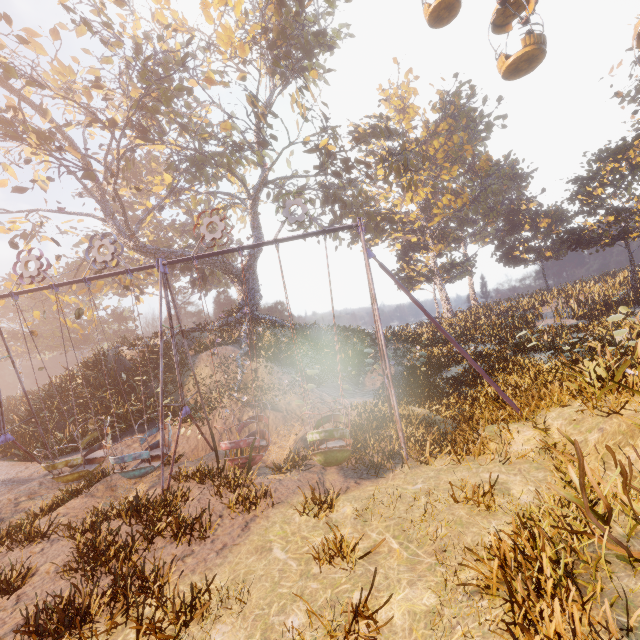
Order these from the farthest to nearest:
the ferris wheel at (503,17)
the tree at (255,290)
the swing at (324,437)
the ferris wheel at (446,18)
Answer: the tree at (255,290) < the ferris wheel at (446,18) < the ferris wheel at (503,17) < the swing at (324,437)

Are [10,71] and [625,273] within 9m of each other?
no

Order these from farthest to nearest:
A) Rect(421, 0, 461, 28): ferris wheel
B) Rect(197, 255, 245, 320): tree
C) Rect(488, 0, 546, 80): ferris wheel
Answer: Rect(197, 255, 245, 320): tree < Rect(421, 0, 461, 28): ferris wheel < Rect(488, 0, 546, 80): ferris wheel

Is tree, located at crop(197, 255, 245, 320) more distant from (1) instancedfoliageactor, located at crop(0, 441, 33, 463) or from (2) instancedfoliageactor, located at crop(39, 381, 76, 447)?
(1) instancedfoliageactor, located at crop(0, 441, 33, 463)

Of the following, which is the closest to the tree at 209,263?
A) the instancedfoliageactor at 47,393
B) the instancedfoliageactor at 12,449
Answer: the instancedfoliageactor at 47,393

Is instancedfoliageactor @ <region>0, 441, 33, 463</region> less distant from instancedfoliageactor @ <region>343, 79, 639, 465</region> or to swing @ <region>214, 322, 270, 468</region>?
swing @ <region>214, 322, 270, 468</region>

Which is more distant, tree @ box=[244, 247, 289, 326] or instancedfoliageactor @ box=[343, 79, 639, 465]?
tree @ box=[244, 247, 289, 326]

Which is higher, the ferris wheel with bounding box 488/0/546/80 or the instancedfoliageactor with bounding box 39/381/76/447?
the ferris wheel with bounding box 488/0/546/80
